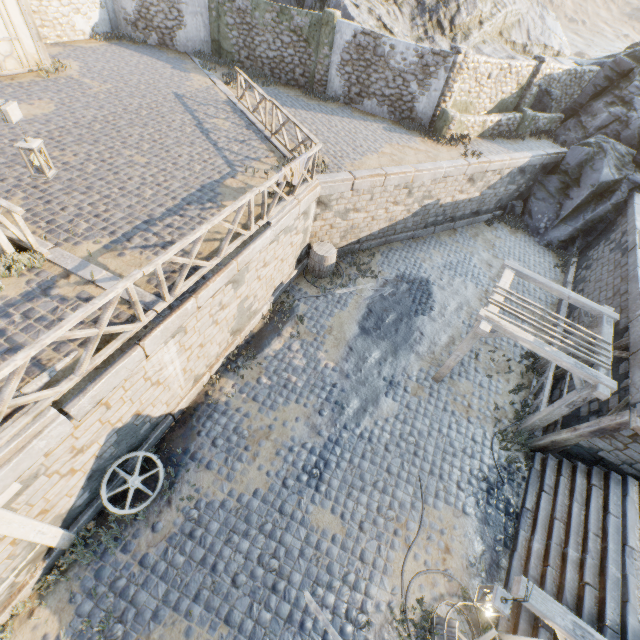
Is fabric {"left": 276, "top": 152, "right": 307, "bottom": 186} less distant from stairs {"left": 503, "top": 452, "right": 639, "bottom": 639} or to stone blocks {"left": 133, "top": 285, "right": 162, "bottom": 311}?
stone blocks {"left": 133, "top": 285, "right": 162, "bottom": 311}

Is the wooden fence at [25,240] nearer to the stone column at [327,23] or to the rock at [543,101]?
the stone column at [327,23]

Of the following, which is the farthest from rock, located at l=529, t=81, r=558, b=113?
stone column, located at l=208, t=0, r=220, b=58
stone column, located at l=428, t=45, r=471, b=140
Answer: stone column, located at l=428, t=45, r=471, b=140

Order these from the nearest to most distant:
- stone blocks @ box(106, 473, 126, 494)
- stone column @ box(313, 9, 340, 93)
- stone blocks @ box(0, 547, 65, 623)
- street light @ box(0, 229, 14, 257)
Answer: stone blocks @ box(0, 547, 65, 623) → street light @ box(0, 229, 14, 257) → stone blocks @ box(106, 473, 126, 494) → stone column @ box(313, 9, 340, 93)

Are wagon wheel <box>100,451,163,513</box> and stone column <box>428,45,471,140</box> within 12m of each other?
no

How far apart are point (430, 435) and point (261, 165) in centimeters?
999cm

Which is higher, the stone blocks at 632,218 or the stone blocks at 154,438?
the stone blocks at 632,218

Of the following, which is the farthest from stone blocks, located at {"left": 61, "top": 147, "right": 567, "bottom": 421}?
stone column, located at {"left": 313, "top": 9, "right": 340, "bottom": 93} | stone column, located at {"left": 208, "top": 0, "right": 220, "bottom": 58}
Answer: stone column, located at {"left": 313, "top": 9, "right": 340, "bottom": 93}
